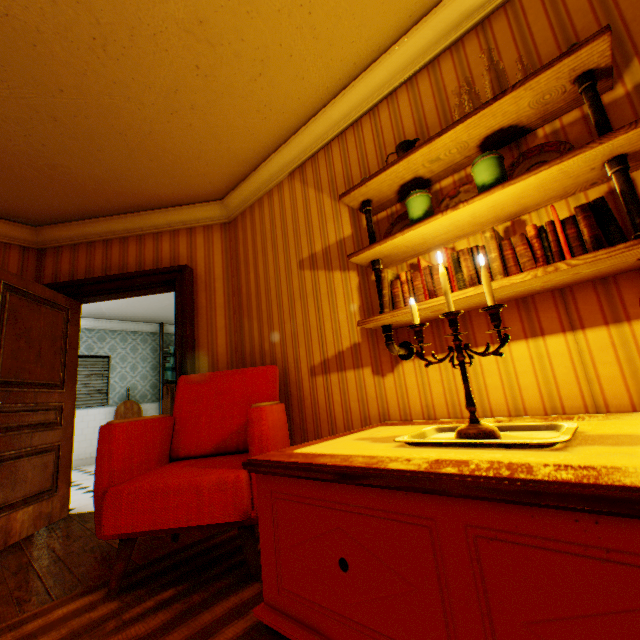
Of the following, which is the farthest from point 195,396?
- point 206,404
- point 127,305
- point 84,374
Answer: point 84,374

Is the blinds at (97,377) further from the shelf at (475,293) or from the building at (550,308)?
the shelf at (475,293)

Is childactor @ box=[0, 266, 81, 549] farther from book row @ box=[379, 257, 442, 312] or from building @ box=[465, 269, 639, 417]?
book row @ box=[379, 257, 442, 312]

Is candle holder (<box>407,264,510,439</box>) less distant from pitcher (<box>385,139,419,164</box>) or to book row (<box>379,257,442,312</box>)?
book row (<box>379,257,442,312</box>)

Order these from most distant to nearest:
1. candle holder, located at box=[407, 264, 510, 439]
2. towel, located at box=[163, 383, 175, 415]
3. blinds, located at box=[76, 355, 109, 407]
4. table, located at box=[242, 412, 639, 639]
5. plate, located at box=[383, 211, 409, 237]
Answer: towel, located at box=[163, 383, 175, 415], blinds, located at box=[76, 355, 109, 407], plate, located at box=[383, 211, 409, 237], candle holder, located at box=[407, 264, 510, 439], table, located at box=[242, 412, 639, 639]

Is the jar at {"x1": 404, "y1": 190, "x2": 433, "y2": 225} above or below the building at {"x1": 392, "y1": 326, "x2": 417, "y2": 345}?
above

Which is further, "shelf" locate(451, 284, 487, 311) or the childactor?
the childactor
